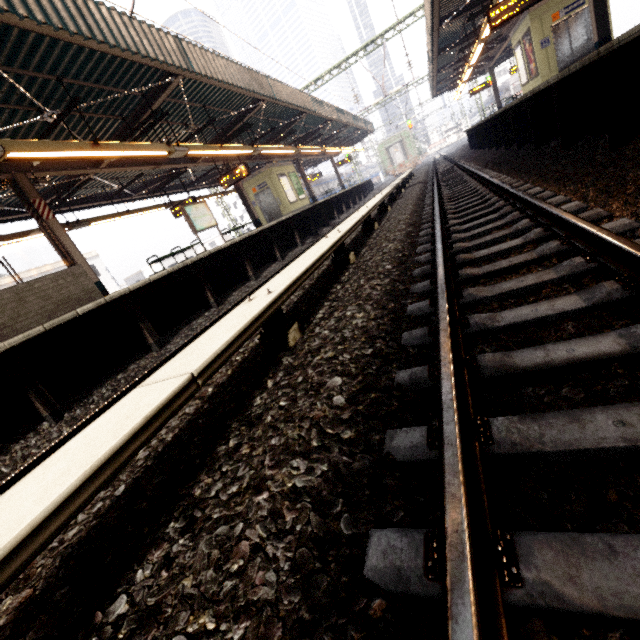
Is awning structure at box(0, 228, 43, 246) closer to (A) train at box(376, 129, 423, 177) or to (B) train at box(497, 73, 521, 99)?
(A) train at box(376, 129, 423, 177)

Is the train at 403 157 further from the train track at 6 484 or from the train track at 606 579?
the train track at 606 579

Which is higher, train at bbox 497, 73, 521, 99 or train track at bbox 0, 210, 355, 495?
train at bbox 497, 73, 521, 99

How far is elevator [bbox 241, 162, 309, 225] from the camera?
18.4 meters

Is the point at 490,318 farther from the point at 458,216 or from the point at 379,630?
the point at 458,216

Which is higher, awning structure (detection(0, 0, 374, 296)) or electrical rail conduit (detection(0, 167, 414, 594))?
awning structure (detection(0, 0, 374, 296))

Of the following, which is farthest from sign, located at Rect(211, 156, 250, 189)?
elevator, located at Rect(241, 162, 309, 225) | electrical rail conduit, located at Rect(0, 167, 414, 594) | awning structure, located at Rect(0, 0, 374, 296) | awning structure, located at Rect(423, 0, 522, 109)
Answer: awning structure, located at Rect(423, 0, 522, 109)

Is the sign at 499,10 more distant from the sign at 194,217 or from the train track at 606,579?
the sign at 194,217
